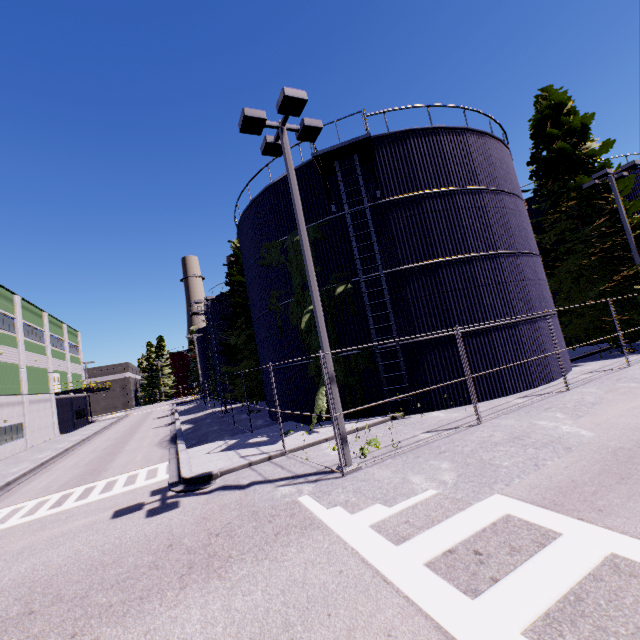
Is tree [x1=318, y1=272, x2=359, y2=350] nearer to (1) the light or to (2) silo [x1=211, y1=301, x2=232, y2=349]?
(2) silo [x1=211, y1=301, x2=232, y2=349]

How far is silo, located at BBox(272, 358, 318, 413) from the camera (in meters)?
15.19

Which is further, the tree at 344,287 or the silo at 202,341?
the silo at 202,341

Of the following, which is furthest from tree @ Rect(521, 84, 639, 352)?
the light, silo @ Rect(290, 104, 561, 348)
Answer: the light

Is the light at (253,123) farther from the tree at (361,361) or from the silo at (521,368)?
the silo at (521,368)

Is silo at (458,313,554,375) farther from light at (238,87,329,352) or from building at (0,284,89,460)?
light at (238,87,329,352)

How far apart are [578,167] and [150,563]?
28.4 meters

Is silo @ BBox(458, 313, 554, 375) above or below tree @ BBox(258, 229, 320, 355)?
below
